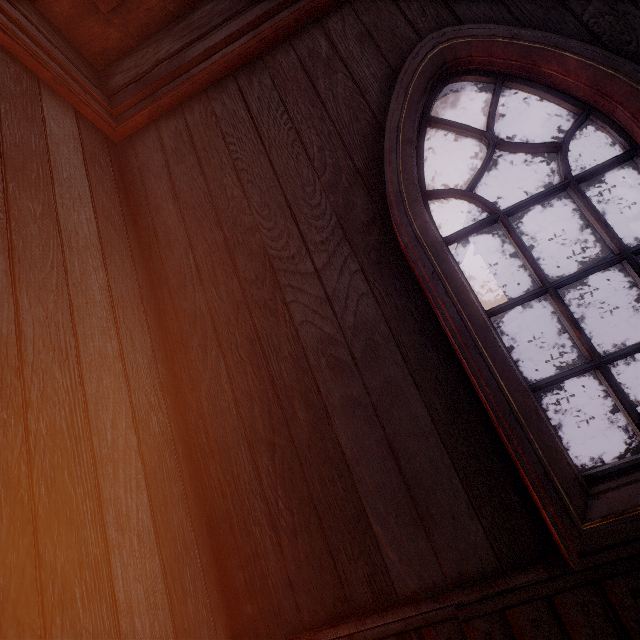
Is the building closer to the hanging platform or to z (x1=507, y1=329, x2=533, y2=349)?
z (x1=507, y1=329, x2=533, y2=349)

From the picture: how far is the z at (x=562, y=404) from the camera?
5.8m

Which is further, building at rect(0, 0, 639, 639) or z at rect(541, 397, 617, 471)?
z at rect(541, 397, 617, 471)

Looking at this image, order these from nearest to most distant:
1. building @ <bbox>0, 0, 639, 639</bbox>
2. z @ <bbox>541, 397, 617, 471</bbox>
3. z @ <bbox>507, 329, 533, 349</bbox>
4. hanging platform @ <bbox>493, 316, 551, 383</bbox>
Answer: building @ <bbox>0, 0, 639, 639</bbox> → z @ <bbox>541, 397, 617, 471</bbox> → hanging platform @ <bbox>493, 316, 551, 383</bbox> → z @ <bbox>507, 329, 533, 349</bbox>

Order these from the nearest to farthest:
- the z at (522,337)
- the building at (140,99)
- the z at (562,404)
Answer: the building at (140,99) < the z at (562,404) < the z at (522,337)

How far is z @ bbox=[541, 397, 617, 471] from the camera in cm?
584

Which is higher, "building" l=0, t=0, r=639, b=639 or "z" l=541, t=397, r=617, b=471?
"building" l=0, t=0, r=639, b=639

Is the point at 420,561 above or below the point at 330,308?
below
